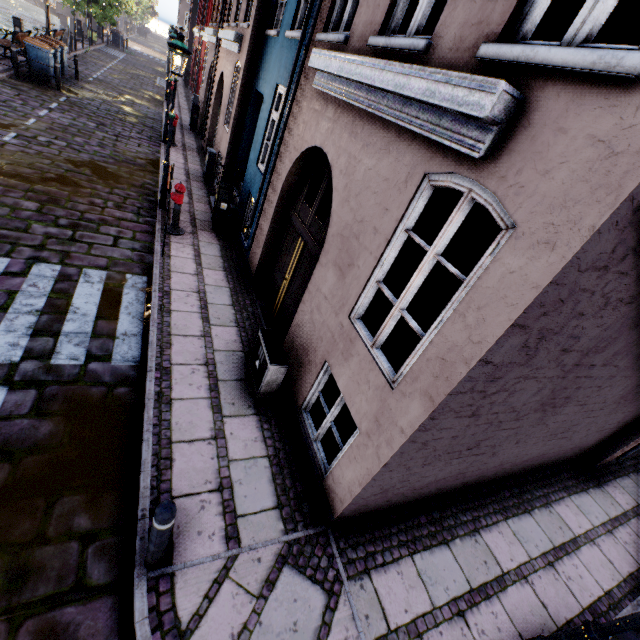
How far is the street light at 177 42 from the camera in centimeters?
679cm

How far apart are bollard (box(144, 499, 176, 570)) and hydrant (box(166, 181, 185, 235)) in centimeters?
682cm

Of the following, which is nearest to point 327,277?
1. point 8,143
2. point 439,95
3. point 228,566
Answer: point 439,95

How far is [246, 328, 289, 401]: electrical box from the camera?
4.63m

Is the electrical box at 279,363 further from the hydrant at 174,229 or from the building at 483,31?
the hydrant at 174,229

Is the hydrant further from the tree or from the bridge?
the bridge

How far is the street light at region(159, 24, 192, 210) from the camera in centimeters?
679cm

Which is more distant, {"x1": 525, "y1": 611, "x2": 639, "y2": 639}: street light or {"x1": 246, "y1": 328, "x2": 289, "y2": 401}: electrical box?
{"x1": 246, "y1": 328, "x2": 289, "y2": 401}: electrical box
